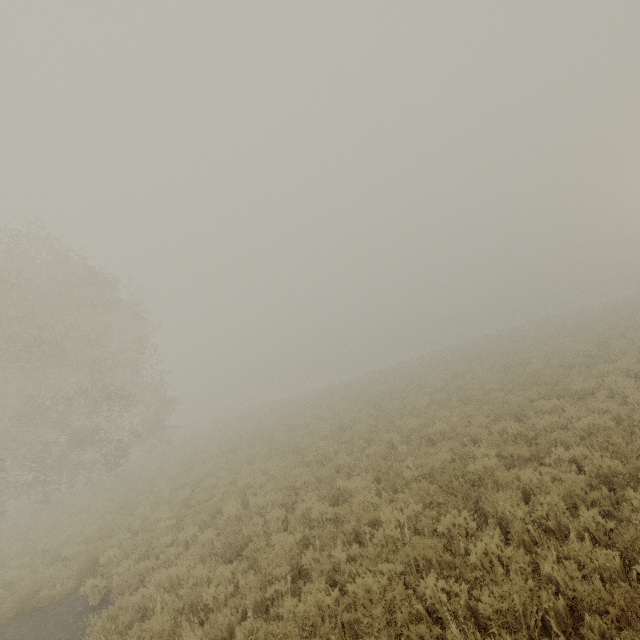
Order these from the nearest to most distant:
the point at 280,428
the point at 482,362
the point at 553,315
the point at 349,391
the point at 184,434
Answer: the point at 280,428 < the point at 482,362 < the point at 349,391 < the point at 184,434 < the point at 553,315
